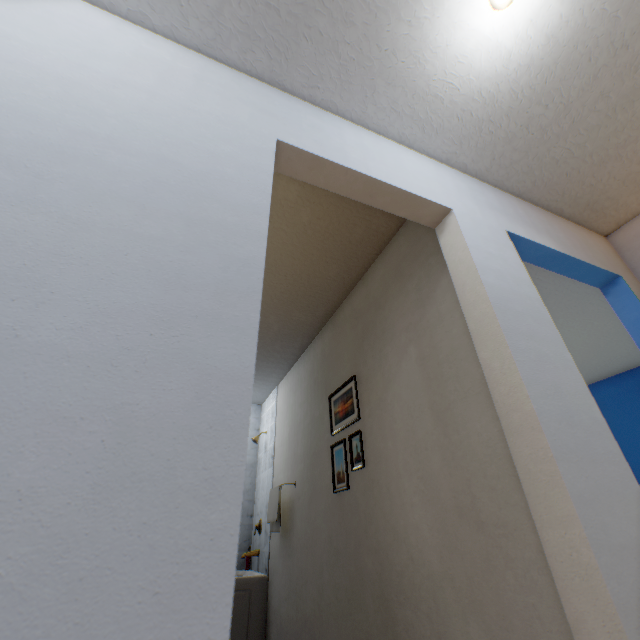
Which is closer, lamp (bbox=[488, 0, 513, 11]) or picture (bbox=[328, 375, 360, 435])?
lamp (bbox=[488, 0, 513, 11])

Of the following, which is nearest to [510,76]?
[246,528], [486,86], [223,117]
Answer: [486,86]

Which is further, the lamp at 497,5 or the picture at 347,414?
the picture at 347,414

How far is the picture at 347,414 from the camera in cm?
207

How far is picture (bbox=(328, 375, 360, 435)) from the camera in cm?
207

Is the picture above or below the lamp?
below
